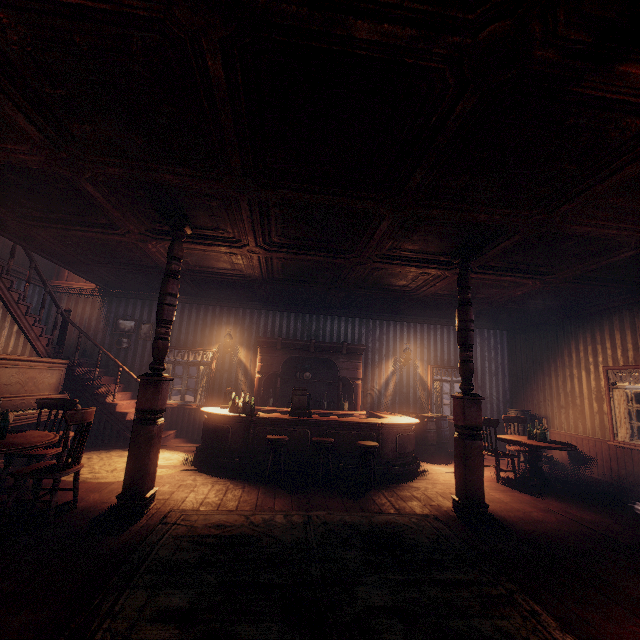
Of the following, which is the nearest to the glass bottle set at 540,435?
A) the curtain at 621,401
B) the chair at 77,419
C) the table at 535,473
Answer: the table at 535,473

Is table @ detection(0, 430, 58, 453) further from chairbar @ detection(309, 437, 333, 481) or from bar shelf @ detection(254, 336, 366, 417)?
bar shelf @ detection(254, 336, 366, 417)

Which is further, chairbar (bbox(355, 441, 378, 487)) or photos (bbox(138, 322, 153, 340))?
photos (bbox(138, 322, 153, 340))

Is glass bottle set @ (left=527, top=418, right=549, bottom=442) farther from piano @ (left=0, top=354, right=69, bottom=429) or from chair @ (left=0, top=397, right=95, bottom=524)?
piano @ (left=0, top=354, right=69, bottom=429)

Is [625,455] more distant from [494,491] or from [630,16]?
[630,16]

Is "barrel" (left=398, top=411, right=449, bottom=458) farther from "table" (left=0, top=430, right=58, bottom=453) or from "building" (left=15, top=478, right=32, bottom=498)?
"table" (left=0, top=430, right=58, bottom=453)

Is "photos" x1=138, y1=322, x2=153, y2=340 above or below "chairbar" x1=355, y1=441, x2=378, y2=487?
above

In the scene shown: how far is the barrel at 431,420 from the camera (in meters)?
8.09
